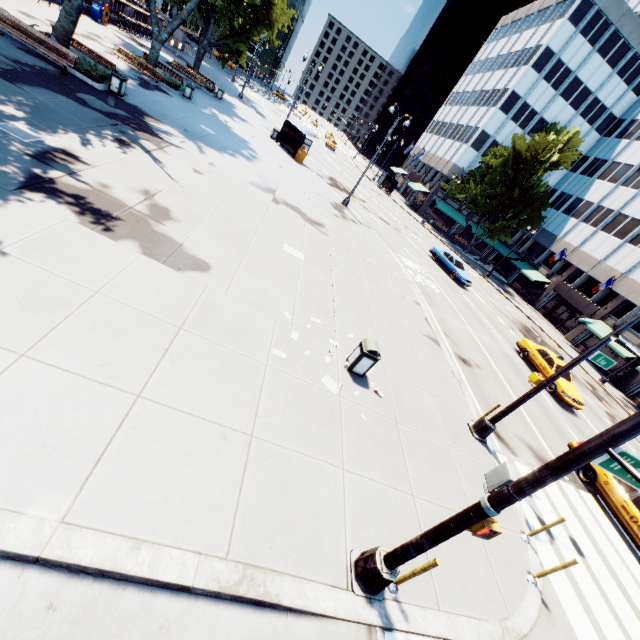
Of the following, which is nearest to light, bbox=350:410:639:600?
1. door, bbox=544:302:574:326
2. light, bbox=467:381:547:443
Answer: light, bbox=467:381:547:443

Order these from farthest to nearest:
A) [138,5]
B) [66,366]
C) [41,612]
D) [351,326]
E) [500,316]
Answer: [138,5] < [500,316] < [351,326] < [66,366] < [41,612]

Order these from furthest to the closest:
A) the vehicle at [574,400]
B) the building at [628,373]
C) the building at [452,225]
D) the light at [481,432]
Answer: the building at [452,225]
the building at [628,373]
the vehicle at [574,400]
the light at [481,432]

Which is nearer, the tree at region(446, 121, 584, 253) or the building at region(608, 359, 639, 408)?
the building at region(608, 359, 639, 408)

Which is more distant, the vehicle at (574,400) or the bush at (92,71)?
→ the vehicle at (574,400)

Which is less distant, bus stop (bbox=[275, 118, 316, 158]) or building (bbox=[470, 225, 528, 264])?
bus stop (bbox=[275, 118, 316, 158])

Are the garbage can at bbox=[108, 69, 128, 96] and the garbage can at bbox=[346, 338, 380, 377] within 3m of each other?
no

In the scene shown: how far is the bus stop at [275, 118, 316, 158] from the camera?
28.5m
